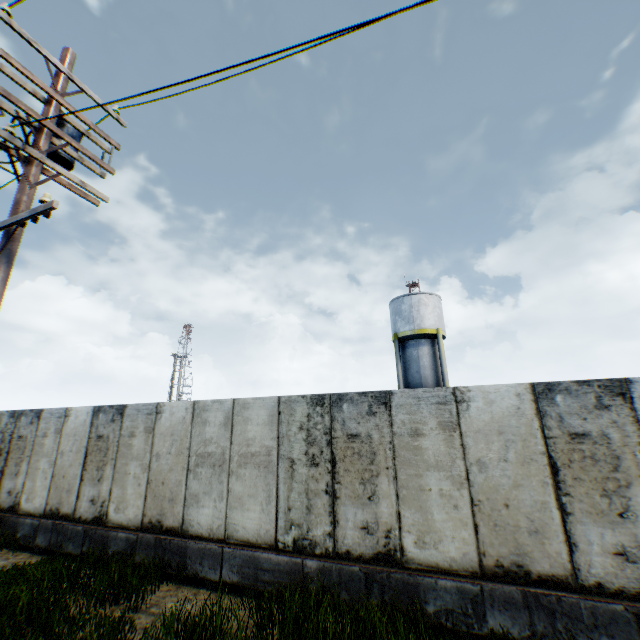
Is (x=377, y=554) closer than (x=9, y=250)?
No

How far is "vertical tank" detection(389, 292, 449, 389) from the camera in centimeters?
2312cm

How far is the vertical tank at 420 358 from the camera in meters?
23.1 m

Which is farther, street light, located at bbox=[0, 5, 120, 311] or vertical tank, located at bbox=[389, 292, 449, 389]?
vertical tank, located at bbox=[389, 292, 449, 389]

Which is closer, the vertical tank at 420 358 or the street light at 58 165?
the street light at 58 165
